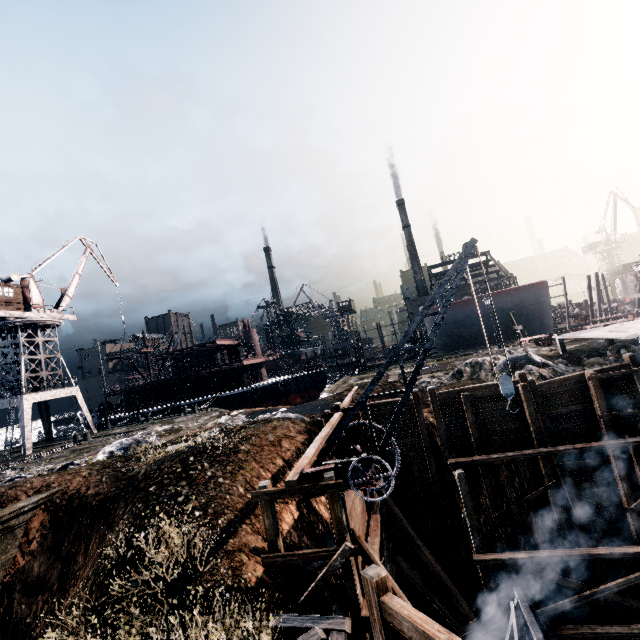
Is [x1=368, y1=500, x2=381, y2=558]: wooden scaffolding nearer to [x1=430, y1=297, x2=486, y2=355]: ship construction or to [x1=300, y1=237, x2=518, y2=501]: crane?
[x1=300, y1=237, x2=518, y2=501]: crane

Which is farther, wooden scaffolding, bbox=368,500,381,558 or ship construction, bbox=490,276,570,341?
ship construction, bbox=490,276,570,341

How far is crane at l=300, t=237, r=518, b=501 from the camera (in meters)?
9.20

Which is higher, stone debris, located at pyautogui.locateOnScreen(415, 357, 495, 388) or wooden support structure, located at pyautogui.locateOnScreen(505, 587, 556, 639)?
stone debris, located at pyautogui.locateOnScreen(415, 357, 495, 388)

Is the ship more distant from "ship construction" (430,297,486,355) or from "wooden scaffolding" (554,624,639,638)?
"wooden scaffolding" (554,624,639,638)

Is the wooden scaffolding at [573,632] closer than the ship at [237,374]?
Yes

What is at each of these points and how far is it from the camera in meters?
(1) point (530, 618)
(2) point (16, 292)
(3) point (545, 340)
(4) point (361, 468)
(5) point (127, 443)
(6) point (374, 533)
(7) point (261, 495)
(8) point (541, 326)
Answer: (1) wooden support structure, 11.0
(2) building, 33.6
(3) rail car base, 27.8
(4) crane, 9.4
(5) stone debris, 19.1
(6) wooden scaffolding, 12.6
(7) wooden scaffolding, 9.8
(8) ship construction, 41.9

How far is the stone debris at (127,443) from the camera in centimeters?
1734cm
